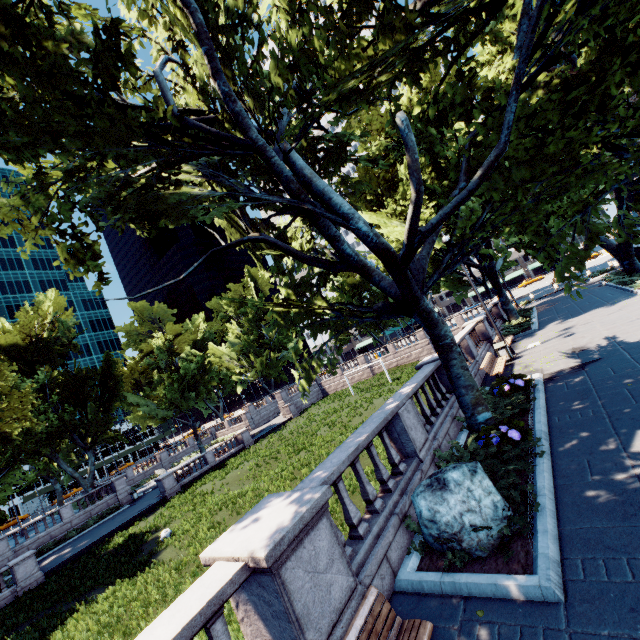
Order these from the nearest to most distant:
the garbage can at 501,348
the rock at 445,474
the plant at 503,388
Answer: the rock at 445,474, the plant at 503,388, the garbage can at 501,348

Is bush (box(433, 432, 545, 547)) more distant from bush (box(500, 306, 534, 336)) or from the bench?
bush (box(500, 306, 534, 336))

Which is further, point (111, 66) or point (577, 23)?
point (111, 66)

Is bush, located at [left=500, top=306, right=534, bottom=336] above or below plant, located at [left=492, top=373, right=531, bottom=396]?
below

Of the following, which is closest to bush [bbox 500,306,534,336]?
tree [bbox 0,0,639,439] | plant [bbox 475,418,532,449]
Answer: tree [bbox 0,0,639,439]

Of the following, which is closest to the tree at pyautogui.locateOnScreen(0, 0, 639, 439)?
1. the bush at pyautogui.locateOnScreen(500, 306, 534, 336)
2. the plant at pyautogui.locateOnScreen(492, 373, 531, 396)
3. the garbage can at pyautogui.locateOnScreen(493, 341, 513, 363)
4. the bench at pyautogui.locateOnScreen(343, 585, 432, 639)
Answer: the bush at pyautogui.locateOnScreen(500, 306, 534, 336)

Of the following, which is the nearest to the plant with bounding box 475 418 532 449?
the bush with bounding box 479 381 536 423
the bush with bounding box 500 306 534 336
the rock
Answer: the bush with bounding box 479 381 536 423

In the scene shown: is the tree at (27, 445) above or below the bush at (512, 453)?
above
